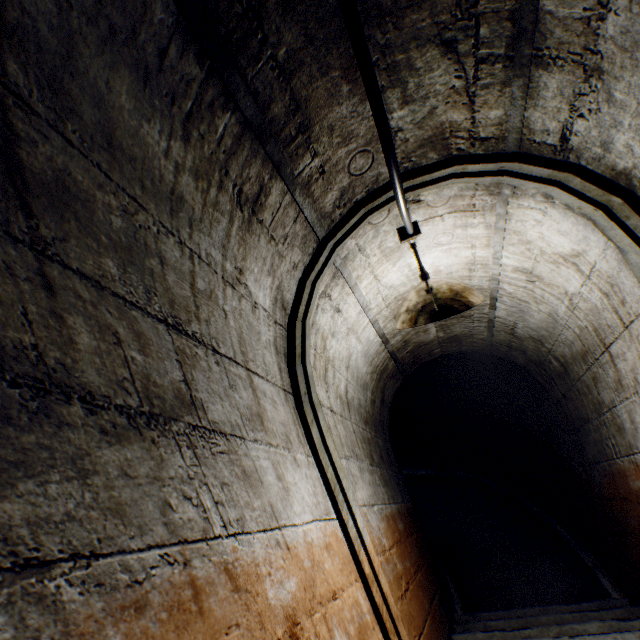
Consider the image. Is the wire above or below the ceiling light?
above

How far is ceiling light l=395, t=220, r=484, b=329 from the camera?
1.5 meters

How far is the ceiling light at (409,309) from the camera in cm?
154

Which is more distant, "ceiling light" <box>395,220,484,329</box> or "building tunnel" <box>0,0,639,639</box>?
"ceiling light" <box>395,220,484,329</box>

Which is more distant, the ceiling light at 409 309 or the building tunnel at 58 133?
the ceiling light at 409 309

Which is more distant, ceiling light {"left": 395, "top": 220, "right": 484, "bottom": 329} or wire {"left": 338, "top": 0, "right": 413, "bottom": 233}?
ceiling light {"left": 395, "top": 220, "right": 484, "bottom": 329}

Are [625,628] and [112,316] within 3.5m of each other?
no
